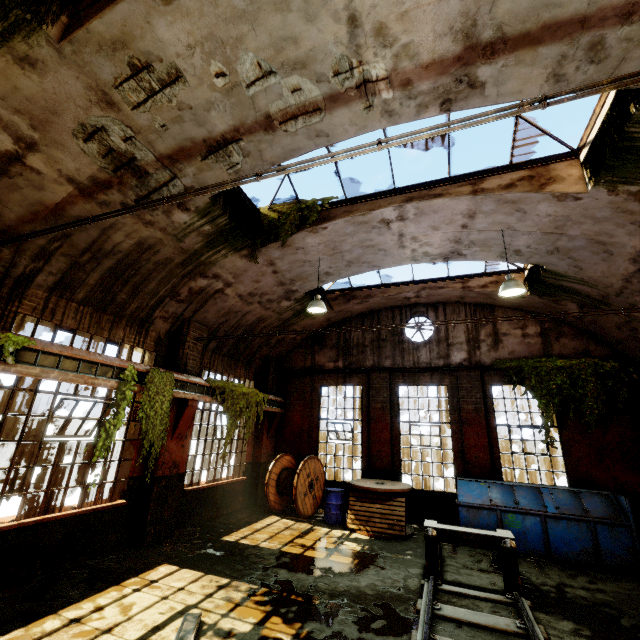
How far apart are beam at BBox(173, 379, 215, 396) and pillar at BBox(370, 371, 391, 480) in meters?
5.5 m

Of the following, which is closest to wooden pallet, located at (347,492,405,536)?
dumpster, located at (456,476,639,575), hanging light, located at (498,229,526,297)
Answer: dumpster, located at (456,476,639,575)

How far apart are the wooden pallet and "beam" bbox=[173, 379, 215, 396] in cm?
502

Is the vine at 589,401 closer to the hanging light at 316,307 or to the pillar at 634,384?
the pillar at 634,384

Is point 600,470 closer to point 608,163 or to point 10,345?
point 608,163

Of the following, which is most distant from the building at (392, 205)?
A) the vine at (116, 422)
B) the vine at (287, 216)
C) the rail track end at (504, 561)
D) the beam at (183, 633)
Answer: the rail track end at (504, 561)

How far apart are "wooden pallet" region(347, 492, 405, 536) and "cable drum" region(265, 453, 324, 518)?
1.8m

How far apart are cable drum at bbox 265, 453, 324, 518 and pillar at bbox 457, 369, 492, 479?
5.43m
